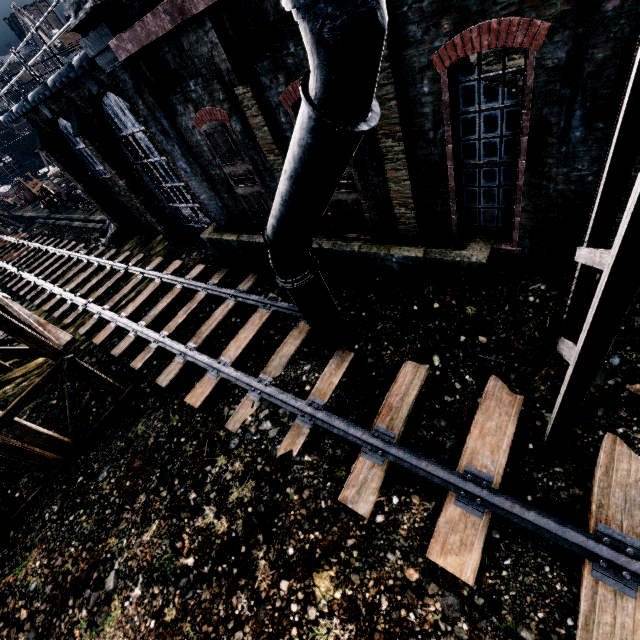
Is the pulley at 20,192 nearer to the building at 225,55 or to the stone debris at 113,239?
the stone debris at 113,239

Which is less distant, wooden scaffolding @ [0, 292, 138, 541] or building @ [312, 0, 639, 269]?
building @ [312, 0, 639, 269]

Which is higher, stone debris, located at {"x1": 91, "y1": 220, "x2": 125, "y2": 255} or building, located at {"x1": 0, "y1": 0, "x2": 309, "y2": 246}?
building, located at {"x1": 0, "y1": 0, "x2": 309, "y2": 246}

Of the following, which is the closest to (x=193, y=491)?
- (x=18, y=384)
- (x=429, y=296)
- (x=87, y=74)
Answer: (x=429, y=296)

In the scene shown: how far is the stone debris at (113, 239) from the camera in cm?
2218

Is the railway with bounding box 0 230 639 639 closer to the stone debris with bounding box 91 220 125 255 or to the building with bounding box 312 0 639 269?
the building with bounding box 312 0 639 269

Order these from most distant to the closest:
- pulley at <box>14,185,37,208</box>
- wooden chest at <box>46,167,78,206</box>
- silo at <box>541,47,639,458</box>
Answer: pulley at <box>14,185,37,208</box> < wooden chest at <box>46,167,78,206</box> < silo at <box>541,47,639,458</box>

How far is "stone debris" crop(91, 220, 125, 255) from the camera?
22.2 meters
